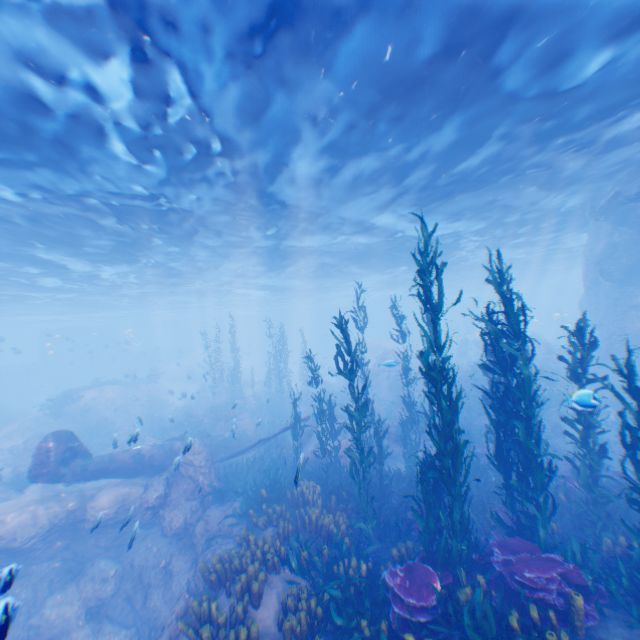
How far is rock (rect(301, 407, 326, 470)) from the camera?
14.8 meters

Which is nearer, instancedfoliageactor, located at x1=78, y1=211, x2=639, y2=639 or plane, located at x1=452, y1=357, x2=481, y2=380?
instancedfoliageactor, located at x1=78, y1=211, x2=639, y2=639

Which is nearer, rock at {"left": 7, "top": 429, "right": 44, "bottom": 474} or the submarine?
rock at {"left": 7, "top": 429, "right": 44, "bottom": 474}

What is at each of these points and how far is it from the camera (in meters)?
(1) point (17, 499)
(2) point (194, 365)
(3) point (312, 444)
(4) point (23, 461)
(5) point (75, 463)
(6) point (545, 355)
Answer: (1) rock, 12.83
(2) rock, 49.59
(3) rock, 15.80
(4) rock, 17.20
(5) plane, 12.55
(6) rock, 27.56

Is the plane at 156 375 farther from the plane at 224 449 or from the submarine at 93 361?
the plane at 224 449

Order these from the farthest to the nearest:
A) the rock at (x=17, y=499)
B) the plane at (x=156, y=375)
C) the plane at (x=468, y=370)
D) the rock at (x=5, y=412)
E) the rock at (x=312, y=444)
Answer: the plane at (x=156, y=375) → the plane at (x=468, y=370) → the rock at (x=5, y=412) → the rock at (x=312, y=444) → the rock at (x=17, y=499)

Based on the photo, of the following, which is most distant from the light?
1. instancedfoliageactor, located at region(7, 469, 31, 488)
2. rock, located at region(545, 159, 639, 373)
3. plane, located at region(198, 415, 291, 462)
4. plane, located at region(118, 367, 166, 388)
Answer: instancedfoliageactor, located at region(7, 469, 31, 488)

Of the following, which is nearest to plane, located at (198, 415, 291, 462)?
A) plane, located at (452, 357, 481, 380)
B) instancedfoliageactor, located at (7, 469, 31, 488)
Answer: instancedfoliageactor, located at (7, 469, 31, 488)
